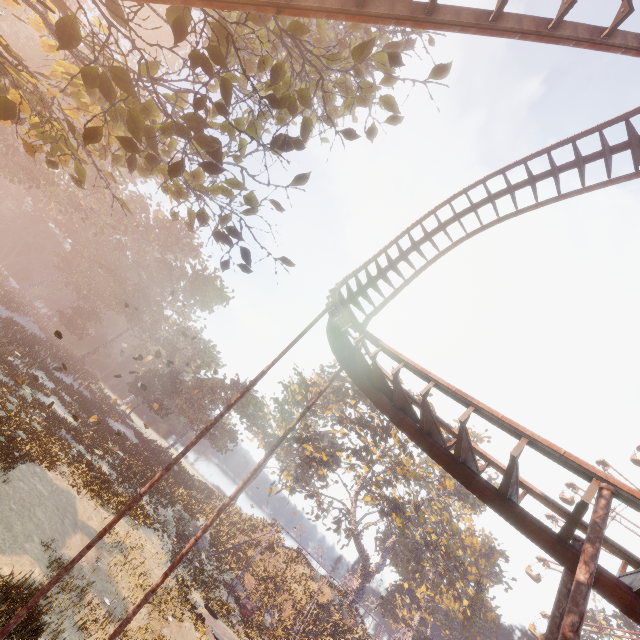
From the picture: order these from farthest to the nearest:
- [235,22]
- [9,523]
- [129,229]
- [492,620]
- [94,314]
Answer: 1. [129,229]
2. [94,314]
3. [492,620]
4. [9,523]
5. [235,22]

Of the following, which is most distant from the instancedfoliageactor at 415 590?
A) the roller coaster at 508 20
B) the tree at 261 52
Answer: the tree at 261 52

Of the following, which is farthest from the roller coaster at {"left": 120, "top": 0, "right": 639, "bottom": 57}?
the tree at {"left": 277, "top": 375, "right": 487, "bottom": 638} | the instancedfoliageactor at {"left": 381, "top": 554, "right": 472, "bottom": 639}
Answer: the instancedfoliageactor at {"left": 381, "top": 554, "right": 472, "bottom": 639}

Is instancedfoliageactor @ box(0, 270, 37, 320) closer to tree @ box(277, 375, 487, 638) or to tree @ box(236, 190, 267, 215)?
tree @ box(236, 190, 267, 215)

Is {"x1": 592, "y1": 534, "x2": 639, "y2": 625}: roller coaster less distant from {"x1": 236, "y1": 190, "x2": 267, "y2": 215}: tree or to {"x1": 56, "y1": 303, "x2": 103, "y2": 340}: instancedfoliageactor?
{"x1": 236, "y1": 190, "x2": 267, "y2": 215}: tree

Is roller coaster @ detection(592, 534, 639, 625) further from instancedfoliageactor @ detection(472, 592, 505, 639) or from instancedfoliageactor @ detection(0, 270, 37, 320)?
instancedfoliageactor @ detection(472, 592, 505, 639)

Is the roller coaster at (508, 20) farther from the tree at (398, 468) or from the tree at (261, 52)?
the tree at (398, 468)

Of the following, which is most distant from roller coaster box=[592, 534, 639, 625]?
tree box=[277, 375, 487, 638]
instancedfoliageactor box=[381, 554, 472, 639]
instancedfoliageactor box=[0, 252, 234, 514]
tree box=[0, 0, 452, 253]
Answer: instancedfoliageactor box=[381, 554, 472, 639]
